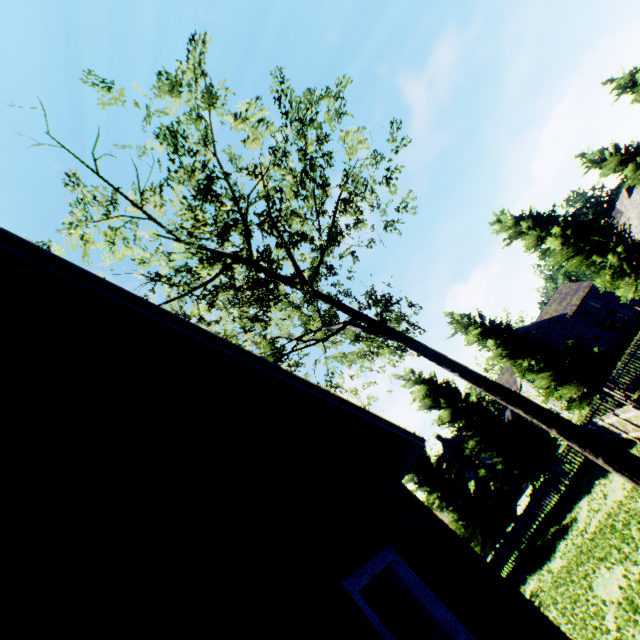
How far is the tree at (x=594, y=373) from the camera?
20.97m

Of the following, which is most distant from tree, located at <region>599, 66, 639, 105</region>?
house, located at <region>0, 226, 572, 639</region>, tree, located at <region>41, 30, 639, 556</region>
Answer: house, located at <region>0, 226, 572, 639</region>

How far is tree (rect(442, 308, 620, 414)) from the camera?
20.97m

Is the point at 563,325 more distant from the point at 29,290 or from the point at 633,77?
the point at 29,290

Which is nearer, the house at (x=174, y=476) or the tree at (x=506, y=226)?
the house at (x=174, y=476)

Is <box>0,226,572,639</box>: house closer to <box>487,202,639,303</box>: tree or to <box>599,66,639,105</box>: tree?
<box>487,202,639,303</box>: tree
